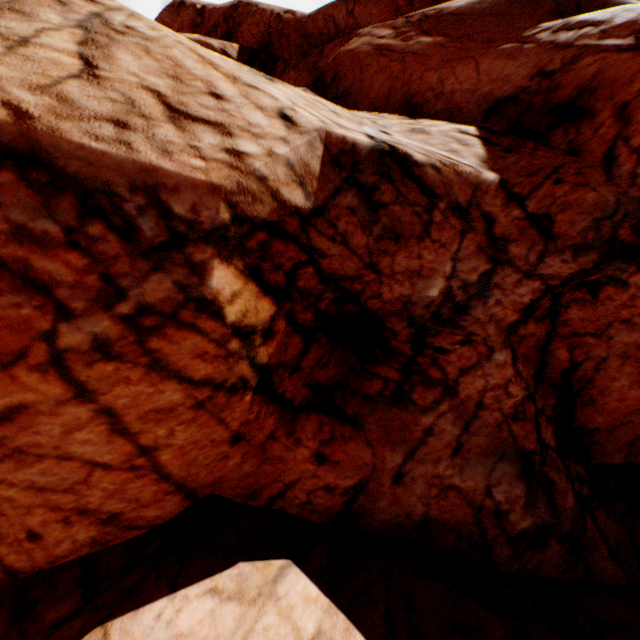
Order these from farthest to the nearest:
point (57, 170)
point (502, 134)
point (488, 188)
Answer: point (502, 134) → point (488, 188) → point (57, 170)
